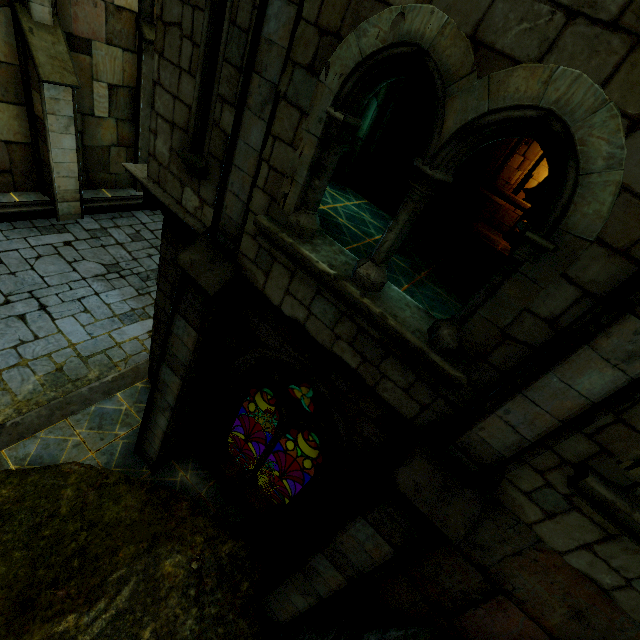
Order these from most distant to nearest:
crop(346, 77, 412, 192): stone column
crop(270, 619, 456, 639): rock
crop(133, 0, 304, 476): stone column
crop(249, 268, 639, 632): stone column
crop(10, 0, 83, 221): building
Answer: crop(10, 0, 83, 221): building
crop(346, 77, 412, 192): stone column
crop(270, 619, 456, 639): rock
crop(133, 0, 304, 476): stone column
crop(249, 268, 639, 632): stone column

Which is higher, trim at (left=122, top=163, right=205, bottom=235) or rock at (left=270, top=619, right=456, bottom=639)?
trim at (left=122, top=163, right=205, bottom=235)

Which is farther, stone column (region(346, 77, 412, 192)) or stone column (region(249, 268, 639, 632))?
stone column (region(346, 77, 412, 192))

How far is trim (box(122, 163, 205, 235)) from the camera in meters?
4.5

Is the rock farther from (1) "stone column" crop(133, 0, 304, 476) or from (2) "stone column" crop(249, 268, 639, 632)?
(1) "stone column" crop(133, 0, 304, 476)

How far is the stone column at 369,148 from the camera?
7.74m

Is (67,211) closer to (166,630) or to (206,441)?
(206,441)

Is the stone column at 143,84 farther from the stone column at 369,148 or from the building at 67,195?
the stone column at 369,148
